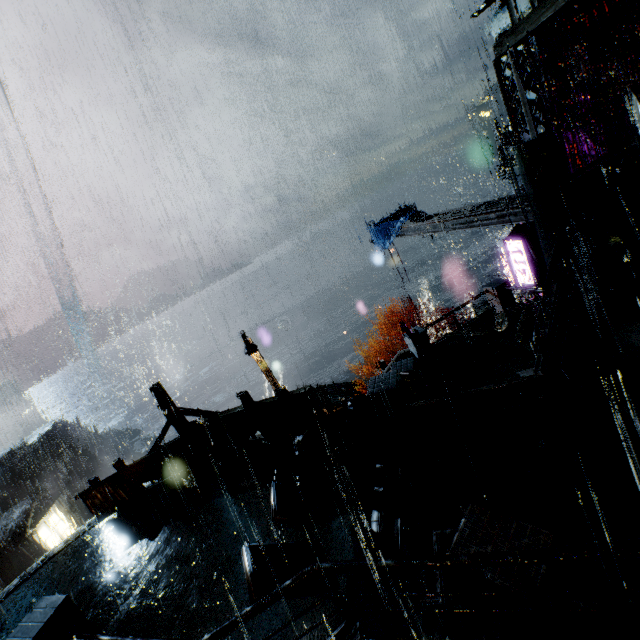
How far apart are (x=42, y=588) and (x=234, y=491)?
6.91m

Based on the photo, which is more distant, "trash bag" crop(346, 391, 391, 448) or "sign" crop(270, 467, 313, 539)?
"trash bag" crop(346, 391, 391, 448)

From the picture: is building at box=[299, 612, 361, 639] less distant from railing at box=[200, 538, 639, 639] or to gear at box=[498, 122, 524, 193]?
railing at box=[200, 538, 639, 639]

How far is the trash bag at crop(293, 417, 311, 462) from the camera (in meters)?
8.67

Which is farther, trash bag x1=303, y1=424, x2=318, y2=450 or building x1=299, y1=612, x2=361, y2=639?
trash bag x1=303, y1=424, x2=318, y2=450

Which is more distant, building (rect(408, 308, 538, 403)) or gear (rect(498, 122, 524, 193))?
gear (rect(498, 122, 524, 193))

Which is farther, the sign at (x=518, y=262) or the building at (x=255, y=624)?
the sign at (x=518, y=262)

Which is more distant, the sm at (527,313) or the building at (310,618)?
the sm at (527,313)
